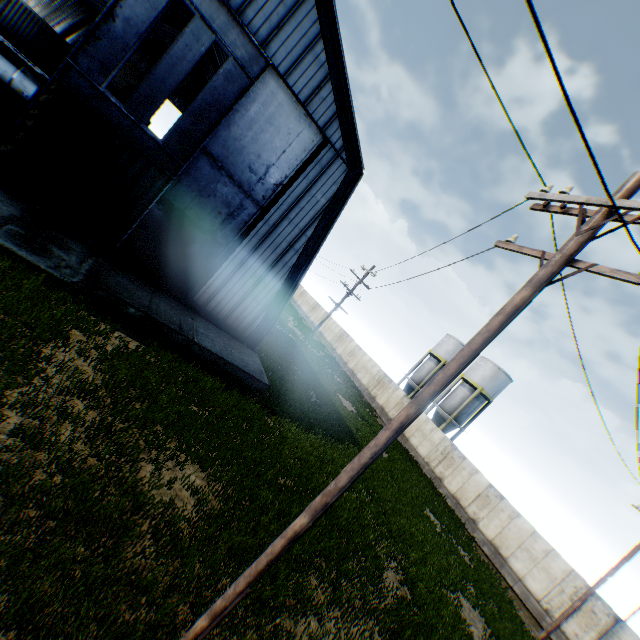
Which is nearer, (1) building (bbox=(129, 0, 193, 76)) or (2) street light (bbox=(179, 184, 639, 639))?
(2) street light (bbox=(179, 184, 639, 639))

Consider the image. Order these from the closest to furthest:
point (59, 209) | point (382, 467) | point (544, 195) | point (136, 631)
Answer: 1. point (136, 631)
2. point (544, 195)
3. point (59, 209)
4. point (382, 467)

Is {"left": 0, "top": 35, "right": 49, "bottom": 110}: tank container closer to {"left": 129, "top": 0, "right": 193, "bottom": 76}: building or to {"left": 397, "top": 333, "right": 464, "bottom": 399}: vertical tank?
{"left": 129, "top": 0, "right": 193, "bottom": 76}: building

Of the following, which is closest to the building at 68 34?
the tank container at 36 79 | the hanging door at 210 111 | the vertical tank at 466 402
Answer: the hanging door at 210 111

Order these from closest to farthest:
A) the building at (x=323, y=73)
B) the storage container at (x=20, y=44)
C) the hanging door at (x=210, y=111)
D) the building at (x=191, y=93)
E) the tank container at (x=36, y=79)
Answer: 1. the hanging door at (x=210, y=111)
2. the building at (x=323, y=73)
3. the tank container at (x=36, y=79)
4. the storage container at (x=20, y=44)
5. the building at (x=191, y=93)

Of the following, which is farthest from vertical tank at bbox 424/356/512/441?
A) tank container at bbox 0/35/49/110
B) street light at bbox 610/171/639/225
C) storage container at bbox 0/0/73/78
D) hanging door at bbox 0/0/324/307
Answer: tank container at bbox 0/35/49/110

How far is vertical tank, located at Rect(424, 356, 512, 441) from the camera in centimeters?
3472cm

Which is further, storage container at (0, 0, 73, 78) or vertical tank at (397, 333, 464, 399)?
vertical tank at (397, 333, 464, 399)
